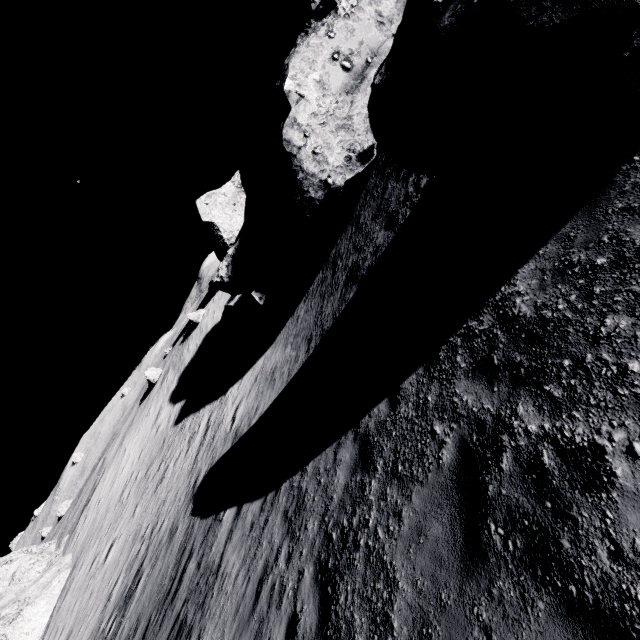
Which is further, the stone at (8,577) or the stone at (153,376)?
the stone at (153,376)

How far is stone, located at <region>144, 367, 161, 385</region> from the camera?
37.69m

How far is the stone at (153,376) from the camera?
37.69m

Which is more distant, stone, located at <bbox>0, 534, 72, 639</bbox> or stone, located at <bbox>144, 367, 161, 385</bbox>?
stone, located at <bbox>144, 367, 161, 385</bbox>

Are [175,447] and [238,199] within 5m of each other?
no
